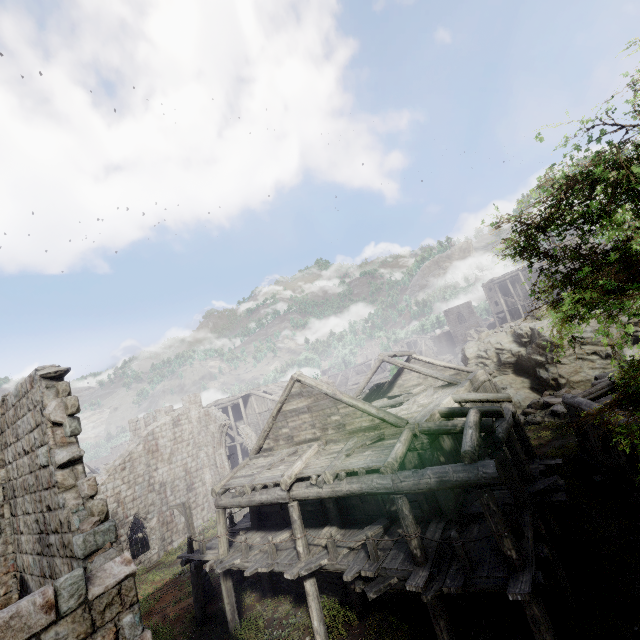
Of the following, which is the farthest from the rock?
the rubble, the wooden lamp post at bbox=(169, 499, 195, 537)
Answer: the wooden lamp post at bbox=(169, 499, 195, 537)

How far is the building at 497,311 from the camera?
51.8m

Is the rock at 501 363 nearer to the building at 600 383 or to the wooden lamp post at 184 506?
the building at 600 383

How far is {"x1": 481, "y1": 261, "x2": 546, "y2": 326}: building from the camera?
51.78m

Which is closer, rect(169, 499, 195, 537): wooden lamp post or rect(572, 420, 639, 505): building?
rect(572, 420, 639, 505): building

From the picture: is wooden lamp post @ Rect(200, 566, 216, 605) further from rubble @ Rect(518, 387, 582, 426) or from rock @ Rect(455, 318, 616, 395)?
rock @ Rect(455, 318, 616, 395)

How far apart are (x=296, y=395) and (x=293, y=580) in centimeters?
788cm
